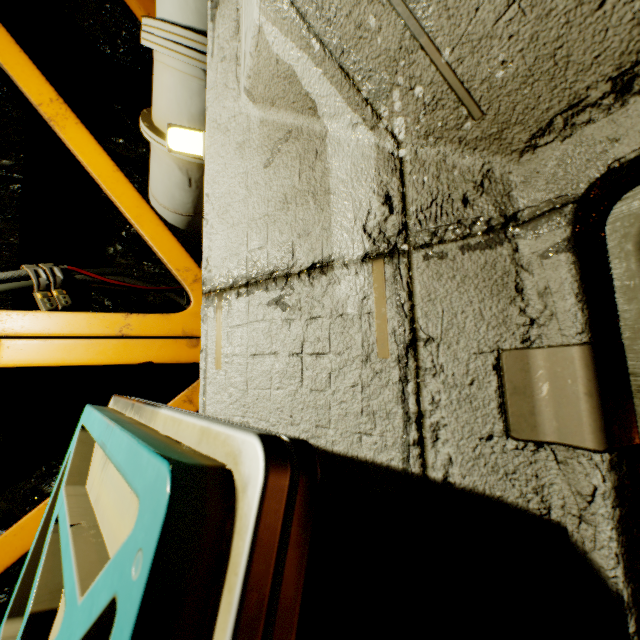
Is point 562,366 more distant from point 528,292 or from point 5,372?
point 5,372

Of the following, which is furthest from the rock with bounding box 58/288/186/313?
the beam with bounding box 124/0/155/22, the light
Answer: the light

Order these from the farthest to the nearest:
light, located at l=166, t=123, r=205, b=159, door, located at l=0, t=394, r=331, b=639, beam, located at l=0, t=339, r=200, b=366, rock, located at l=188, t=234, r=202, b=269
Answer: rock, located at l=188, t=234, r=202, b=269 < beam, located at l=0, t=339, r=200, b=366 < light, located at l=166, t=123, r=205, b=159 < door, located at l=0, t=394, r=331, b=639

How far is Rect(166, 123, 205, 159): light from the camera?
1.6 meters

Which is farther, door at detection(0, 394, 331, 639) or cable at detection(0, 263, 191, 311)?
cable at detection(0, 263, 191, 311)

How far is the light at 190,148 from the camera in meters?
1.6

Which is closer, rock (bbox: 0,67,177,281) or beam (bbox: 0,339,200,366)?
beam (bbox: 0,339,200,366)

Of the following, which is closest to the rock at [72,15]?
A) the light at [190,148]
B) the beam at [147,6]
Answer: the beam at [147,6]
